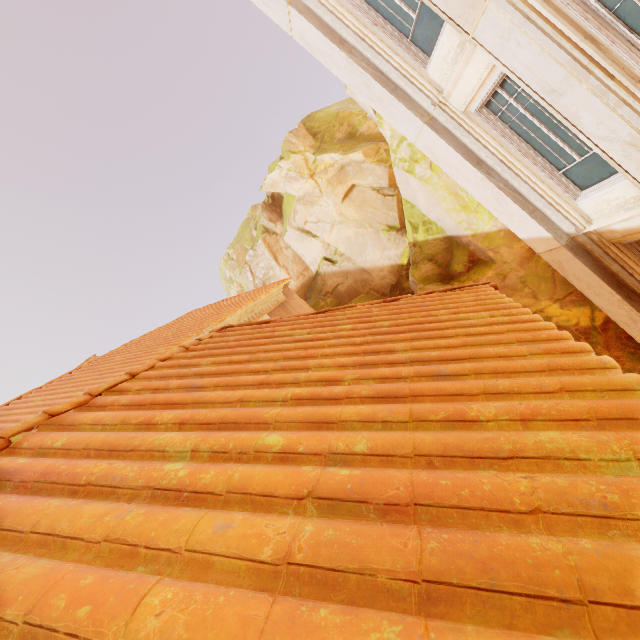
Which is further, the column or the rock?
the rock

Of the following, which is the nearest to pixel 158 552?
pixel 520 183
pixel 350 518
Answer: pixel 350 518

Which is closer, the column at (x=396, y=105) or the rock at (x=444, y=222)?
the column at (x=396, y=105)
